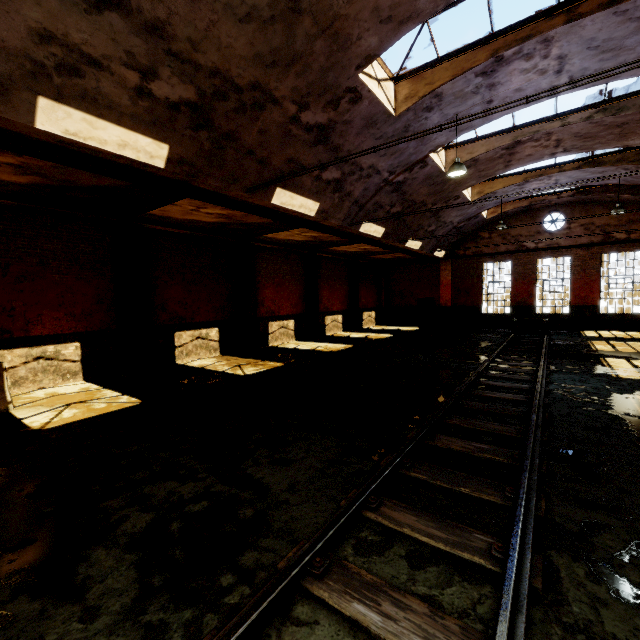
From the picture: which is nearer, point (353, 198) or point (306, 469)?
point (306, 469)

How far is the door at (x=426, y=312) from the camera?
24.9 meters

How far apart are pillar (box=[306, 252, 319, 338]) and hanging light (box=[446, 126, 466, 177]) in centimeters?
992cm

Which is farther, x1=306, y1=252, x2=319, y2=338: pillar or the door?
the door

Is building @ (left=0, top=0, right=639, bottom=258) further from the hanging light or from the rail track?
the rail track

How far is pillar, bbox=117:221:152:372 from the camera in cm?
1052

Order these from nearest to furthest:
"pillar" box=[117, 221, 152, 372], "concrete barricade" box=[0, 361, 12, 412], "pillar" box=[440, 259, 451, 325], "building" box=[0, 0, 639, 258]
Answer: "building" box=[0, 0, 639, 258], "concrete barricade" box=[0, 361, 12, 412], "pillar" box=[117, 221, 152, 372], "pillar" box=[440, 259, 451, 325]

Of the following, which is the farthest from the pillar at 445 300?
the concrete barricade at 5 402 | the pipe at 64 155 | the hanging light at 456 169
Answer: the concrete barricade at 5 402
